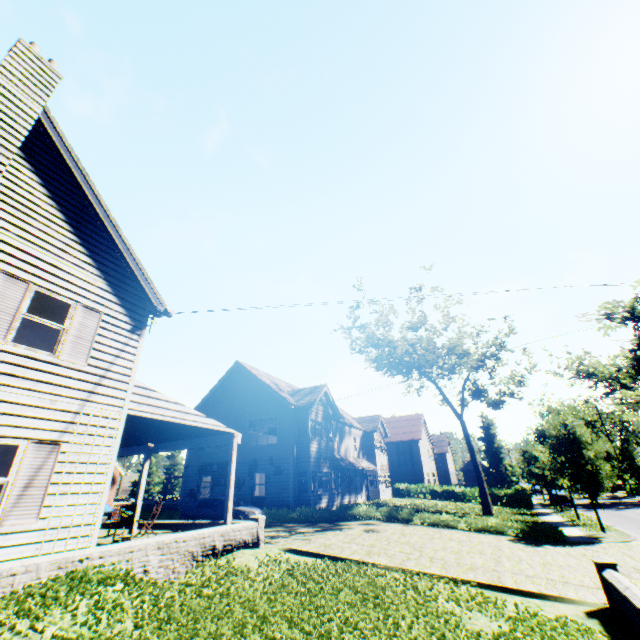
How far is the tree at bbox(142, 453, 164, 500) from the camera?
55.06m

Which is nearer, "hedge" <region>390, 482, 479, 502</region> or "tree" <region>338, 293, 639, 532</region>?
"tree" <region>338, 293, 639, 532</region>

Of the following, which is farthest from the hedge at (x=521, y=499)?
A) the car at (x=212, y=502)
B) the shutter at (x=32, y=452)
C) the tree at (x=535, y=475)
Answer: the shutter at (x=32, y=452)

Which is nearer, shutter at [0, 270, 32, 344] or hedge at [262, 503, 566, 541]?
shutter at [0, 270, 32, 344]

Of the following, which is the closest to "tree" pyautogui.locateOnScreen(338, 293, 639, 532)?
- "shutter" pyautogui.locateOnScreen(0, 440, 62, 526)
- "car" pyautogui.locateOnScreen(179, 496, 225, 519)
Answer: "shutter" pyautogui.locateOnScreen(0, 440, 62, 526)

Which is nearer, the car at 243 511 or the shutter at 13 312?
the shutter at 13 312

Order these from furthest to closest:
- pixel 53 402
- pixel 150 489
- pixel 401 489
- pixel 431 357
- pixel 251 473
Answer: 1. pixel 150 489
2. pixel 401 489
3. pixel 431 357
4. pixel 251 473
5. pixel 53 402
